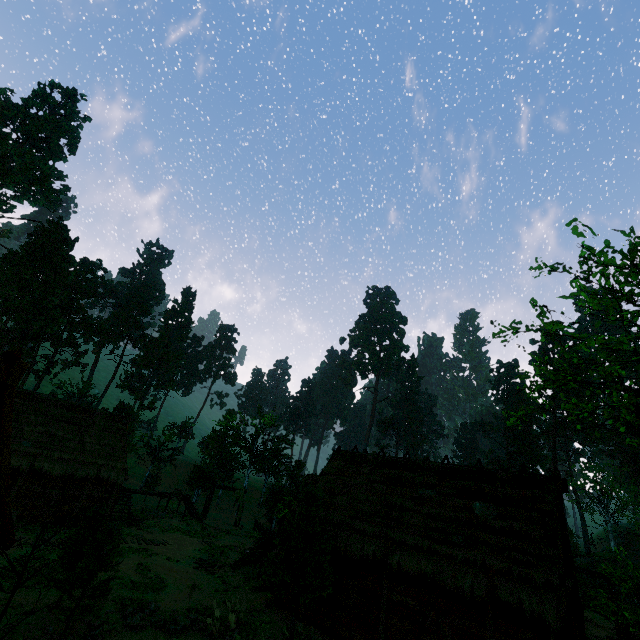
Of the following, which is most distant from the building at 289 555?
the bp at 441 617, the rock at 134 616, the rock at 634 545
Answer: the rock at 634 545

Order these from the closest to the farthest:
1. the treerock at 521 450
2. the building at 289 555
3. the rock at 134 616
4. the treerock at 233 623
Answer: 1. the rock at 134 616
2. the treerock at 233 623
3. the building at 289 555
4. the treerock at 521 450

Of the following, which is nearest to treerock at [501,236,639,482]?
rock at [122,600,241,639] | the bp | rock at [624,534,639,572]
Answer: rock at [624,534,639,572]

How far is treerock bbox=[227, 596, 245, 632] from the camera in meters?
13.7 m

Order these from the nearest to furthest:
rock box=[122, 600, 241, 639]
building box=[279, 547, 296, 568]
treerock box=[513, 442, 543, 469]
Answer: rock box=[122, 600, 241, 639] < building box=[279, 547, 296, 568] < treerock box=[513, 442, 543, 469]

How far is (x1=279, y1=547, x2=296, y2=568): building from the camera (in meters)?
16.38

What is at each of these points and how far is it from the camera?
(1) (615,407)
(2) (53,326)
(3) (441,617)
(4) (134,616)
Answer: (1) treerock, 56.9 meters
(2) treerock, 44.4 meters
(3) bp, 12.1 meters
(4) rock, 13.2 meters

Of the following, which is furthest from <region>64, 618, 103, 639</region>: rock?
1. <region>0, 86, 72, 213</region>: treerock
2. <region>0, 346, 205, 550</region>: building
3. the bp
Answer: the bp
